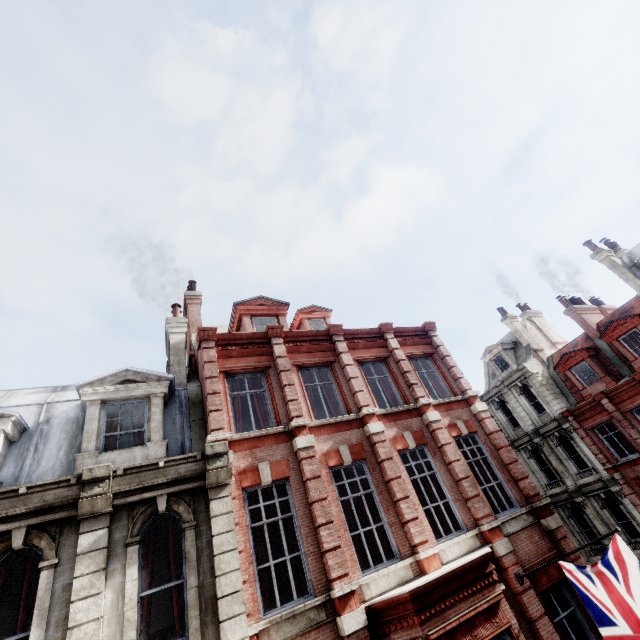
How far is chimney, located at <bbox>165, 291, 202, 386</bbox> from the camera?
11.8 meters

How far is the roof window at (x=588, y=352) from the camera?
20.8 meters

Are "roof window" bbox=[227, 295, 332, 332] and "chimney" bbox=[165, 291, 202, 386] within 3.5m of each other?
yes

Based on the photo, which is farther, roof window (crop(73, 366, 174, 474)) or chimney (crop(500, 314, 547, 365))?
chimney (crop(500, 314, 547, 365))

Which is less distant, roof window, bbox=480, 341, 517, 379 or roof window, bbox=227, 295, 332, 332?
roof window, bbox=227, 295, 332, 332

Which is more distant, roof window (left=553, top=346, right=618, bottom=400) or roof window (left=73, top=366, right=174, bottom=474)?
roof window (left=553, top=346, right=618, bottom=400)

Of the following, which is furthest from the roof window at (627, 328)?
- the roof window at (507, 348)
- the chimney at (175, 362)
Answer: the chimney at (175, 362)

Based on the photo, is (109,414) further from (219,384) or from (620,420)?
(620,420)
